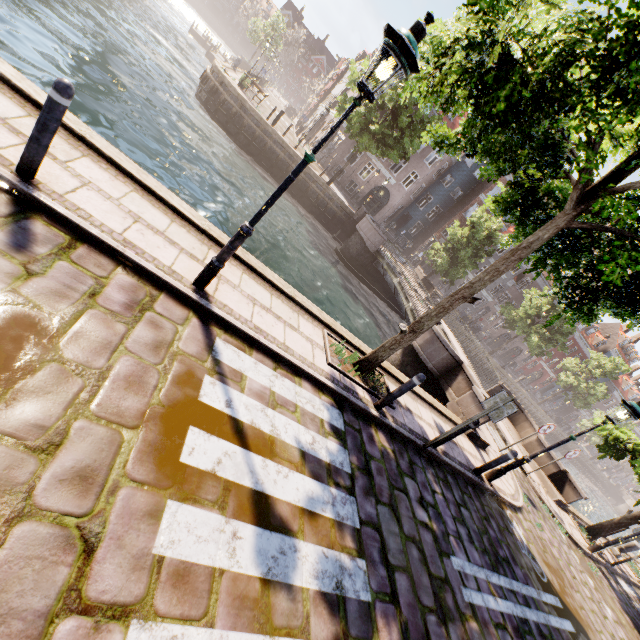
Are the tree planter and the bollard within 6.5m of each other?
yes

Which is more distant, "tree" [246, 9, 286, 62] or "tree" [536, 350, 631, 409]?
"tree" [246, 9, 286, 62]

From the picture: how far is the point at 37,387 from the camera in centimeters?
238cm

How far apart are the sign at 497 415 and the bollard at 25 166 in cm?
736

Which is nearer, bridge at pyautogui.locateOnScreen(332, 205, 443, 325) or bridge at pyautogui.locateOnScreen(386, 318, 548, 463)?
bridge at pyautogui.locateOnScreen(386, 318, 548, 463)

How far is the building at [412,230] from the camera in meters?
33.2 m

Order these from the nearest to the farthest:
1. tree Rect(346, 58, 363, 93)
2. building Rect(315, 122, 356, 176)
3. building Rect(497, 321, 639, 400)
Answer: tree Rect(346, 58, 363, 93) → building Rect(315, 122, 356, 176) → building Rect(497, 321, 639, 400)

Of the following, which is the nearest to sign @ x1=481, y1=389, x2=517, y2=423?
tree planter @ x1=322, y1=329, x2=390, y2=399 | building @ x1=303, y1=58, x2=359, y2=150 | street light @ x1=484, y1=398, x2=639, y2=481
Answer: tree planter @ x1=322, y1=329, x2=390, y2=399
